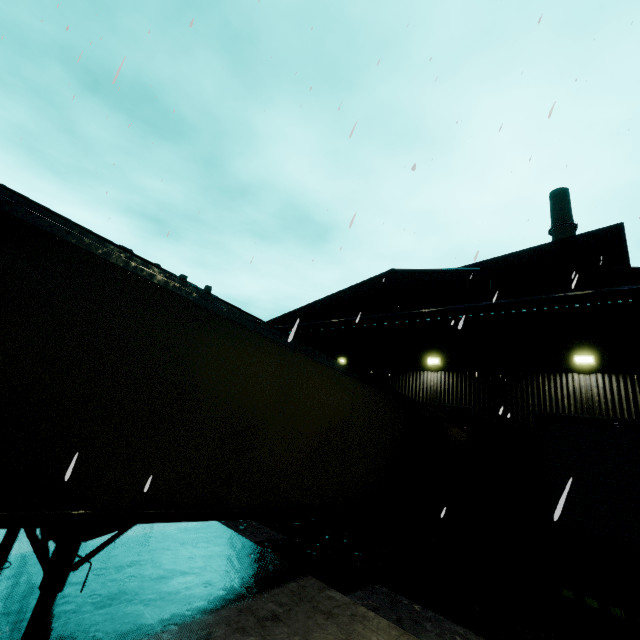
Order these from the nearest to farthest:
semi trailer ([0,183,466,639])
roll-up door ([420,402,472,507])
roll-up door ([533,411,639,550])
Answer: semi trailer ([0,183,466,639])
roll-up door ([533,411,639,550])
roll-up door ([420,402,472,507])

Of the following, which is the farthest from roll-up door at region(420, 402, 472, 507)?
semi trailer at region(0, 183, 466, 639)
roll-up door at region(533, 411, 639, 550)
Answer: roll-up door at region(533, 411, 639, 550)

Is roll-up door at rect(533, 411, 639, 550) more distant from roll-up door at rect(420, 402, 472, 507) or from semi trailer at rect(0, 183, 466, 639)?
roll-up door at rect(420, 402, 472, 507)

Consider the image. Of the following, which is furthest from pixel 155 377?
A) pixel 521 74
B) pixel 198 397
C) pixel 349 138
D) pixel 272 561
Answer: pixel 521 74

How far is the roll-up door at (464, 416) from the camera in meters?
11.7

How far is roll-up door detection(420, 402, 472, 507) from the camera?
11.7m

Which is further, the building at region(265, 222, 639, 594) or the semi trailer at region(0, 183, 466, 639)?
the building at region(265, 222, 639, 594)

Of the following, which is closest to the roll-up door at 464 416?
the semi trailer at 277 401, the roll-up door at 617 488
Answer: the semi trailer at 277 401
